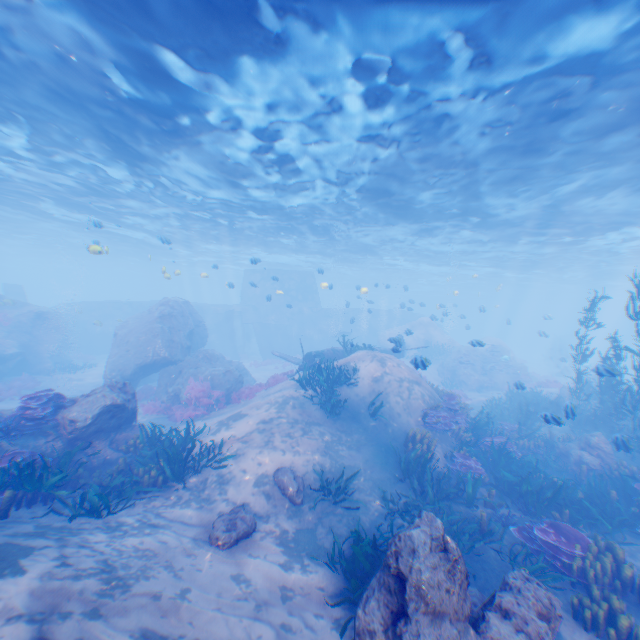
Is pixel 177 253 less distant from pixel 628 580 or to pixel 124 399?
pixel 124 399

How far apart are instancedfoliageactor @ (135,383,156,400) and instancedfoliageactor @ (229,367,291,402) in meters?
5.3 m

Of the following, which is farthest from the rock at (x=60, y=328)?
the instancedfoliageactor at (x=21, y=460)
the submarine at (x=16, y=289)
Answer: the submarine at (x=16, y=289)

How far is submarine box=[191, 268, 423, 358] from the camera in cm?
3622

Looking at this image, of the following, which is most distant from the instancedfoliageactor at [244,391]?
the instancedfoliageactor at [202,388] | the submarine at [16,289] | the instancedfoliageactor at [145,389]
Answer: the submarine at [16,289]

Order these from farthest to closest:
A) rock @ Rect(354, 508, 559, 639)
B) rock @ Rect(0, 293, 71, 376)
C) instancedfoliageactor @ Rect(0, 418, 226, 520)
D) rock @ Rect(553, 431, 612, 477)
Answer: rock @ Rect(0, 293, 71, 376)
rock @ Rect(553, 431, 612, 477)
instancedfoliageactor @ Rect(0, 418, 226, 520)
rock @ Rect(354, 508, 559, 639)

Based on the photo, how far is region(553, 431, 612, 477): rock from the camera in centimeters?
1182cm

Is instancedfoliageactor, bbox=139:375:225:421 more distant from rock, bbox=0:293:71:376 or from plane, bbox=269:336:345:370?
plane, bbox=269:336:345:370
